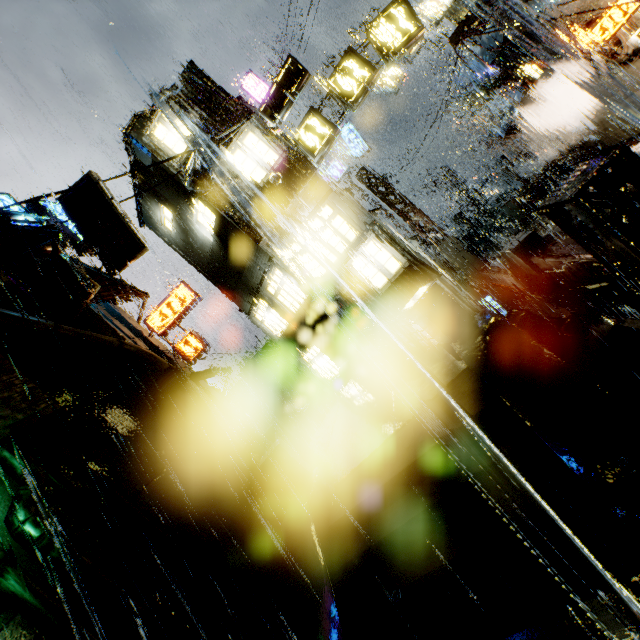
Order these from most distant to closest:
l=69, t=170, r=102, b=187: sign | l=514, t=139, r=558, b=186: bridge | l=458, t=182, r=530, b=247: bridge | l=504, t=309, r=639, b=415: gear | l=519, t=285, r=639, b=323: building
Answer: l=514, t=139, r=558, b=186: bridge, l=458, t=182, r=530, b=247: bridge, l=69, t=170, r=102, b=187: sign, l=519, t=285, r=639, b=323: building, l=504, t=309, r=639, b=415: gear

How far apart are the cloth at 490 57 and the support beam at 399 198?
6.69m

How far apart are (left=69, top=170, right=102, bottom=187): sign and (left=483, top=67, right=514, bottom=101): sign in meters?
20.3

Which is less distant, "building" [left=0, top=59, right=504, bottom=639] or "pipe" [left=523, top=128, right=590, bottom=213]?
"building" [left=0, top=59, right=504, bottom=639]

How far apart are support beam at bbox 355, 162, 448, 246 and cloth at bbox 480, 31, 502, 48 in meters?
6.7 m

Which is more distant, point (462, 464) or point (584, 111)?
point (584, 111)

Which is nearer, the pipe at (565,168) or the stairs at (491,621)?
the stairs at (491,621)

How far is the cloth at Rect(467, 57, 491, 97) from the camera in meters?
16.9
